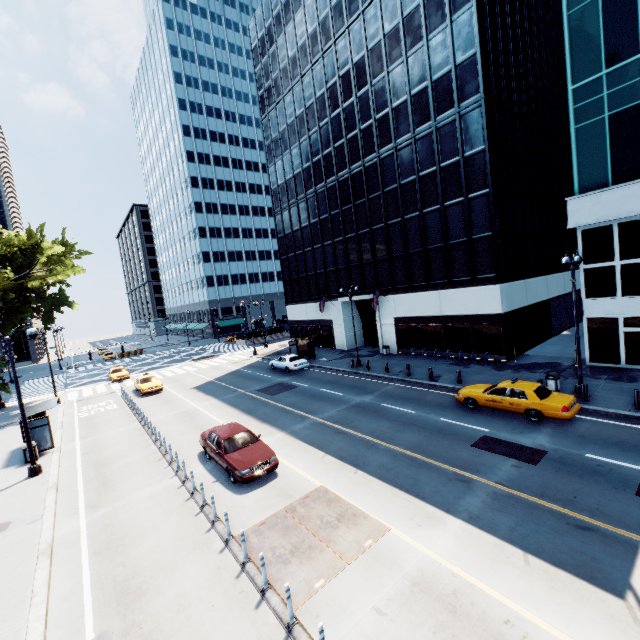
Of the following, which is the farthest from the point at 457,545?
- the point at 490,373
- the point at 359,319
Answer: the point at 359,319

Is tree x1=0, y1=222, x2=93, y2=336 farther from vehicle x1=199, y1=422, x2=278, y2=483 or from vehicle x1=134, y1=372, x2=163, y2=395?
vehicle x1=199, y1=422, x2=278, y2=483

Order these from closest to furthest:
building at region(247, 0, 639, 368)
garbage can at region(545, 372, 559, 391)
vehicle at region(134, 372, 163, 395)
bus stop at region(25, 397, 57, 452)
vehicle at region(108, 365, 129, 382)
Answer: garbage can at region(545, 372, 559, 391) < bus stop at region(25, 397, 57, 452) < building at region(247, 0, 639, 368) < vehicle at region(134, 372, 163, 395) < vehicle at region(108, 365, 129, 382)

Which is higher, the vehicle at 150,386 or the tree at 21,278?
the tree at 21,278

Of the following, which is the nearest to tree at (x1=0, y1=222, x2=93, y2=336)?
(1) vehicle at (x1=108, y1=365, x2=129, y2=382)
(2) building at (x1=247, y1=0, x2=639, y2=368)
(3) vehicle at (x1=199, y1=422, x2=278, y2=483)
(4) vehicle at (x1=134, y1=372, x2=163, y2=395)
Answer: (4) vehicle at (x1=134, y1=372, x2=163, y2=395)

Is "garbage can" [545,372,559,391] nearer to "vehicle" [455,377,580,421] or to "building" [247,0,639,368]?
"vehicle" [455,377,580,421]

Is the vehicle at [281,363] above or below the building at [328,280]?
below

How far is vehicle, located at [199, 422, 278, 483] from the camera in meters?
12.6 m
